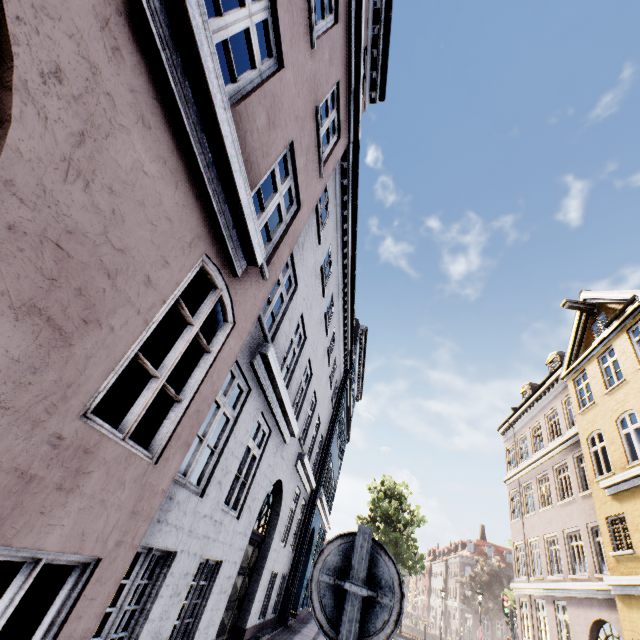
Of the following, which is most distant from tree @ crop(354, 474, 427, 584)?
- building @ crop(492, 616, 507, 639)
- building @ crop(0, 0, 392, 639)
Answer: building @ crop(0, 0, 392, 639)

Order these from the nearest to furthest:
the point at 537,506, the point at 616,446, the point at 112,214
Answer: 1. the point at 112,214
2. the point at 616,446
3. the point at 537,506

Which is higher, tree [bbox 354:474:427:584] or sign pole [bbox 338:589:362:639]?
tree [bbox 354:474:427:584]

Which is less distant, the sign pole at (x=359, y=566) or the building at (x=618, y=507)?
the sign pole at (x=359, y=566)

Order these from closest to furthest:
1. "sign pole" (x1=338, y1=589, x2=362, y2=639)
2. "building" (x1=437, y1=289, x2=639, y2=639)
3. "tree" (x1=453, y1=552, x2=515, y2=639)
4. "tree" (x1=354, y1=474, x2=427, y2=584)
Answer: "sign pole" (x1=338, y1=589, x2=362, y2=639)
"building" (x1=437, y1=289, x2=639, y2=639)
"tree" (x1=354, y1=474, x2=427, y2=584)
"tree" (x1=453, y1=552, x2=515, y2=639)

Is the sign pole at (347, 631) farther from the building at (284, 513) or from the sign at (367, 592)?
the building at (284, 513)

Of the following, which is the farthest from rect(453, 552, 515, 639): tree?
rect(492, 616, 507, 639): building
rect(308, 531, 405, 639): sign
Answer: rect(308, 531, 405, 639): sign

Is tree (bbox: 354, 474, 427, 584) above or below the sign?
above
